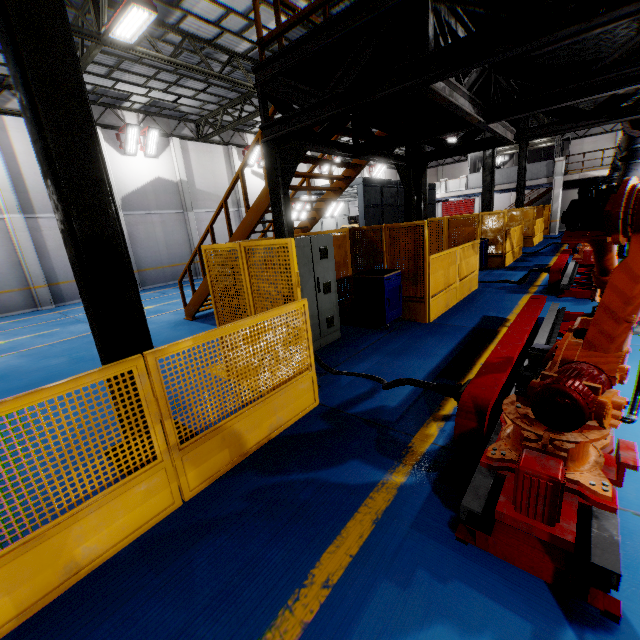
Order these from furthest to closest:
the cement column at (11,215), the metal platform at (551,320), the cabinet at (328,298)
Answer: the cement column at (11,215), the cabinet at (328,298), the metal platform at (551,320)

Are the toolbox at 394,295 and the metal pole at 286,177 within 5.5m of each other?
yes

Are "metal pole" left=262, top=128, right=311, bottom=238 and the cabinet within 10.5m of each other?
yes

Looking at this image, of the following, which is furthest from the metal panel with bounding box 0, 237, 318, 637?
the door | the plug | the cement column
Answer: the cement column

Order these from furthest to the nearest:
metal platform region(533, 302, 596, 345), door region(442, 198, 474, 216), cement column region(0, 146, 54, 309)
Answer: door region(442, 198, 474, 216) → cement column region(0, 146, 54, 309) → metal platform region(533, 302, 596, 345)

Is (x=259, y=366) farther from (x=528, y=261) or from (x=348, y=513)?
(x=528, y=261)

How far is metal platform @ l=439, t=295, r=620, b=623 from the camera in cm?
187

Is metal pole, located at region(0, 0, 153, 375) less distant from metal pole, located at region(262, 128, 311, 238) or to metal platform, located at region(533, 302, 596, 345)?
metal pole, located at region(262, 128, 311, 238)
